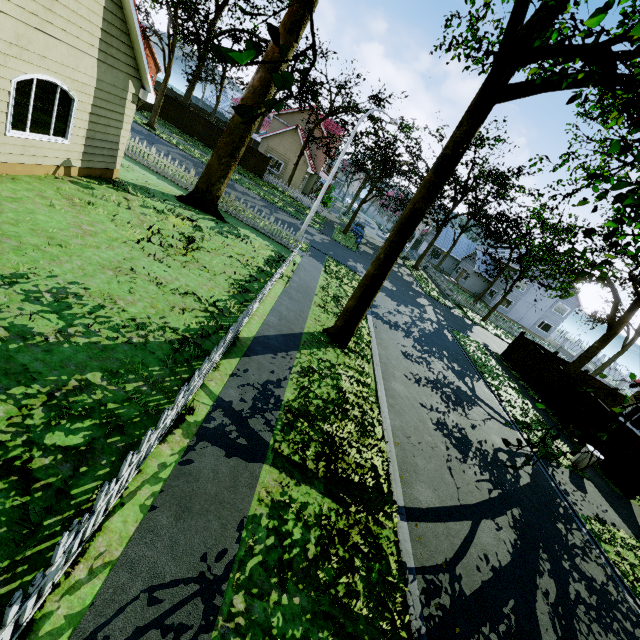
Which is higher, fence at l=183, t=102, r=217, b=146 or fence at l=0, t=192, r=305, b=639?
fence at l=183, t=102, r=217, b=146

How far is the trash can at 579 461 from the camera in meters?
12.3

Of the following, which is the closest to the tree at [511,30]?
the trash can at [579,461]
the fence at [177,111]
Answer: the fence at [177,111]

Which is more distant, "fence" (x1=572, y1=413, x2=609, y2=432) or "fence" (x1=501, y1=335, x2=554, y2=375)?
"fence" (x1=501, y1=335, x2=554, y2=375)

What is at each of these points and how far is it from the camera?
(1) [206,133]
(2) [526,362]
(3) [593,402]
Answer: (1) fence, 32.9m
(2) fence, 20.7m
(3) fence, 15.6m

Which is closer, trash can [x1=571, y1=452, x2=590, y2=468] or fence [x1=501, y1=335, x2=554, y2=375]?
trash can [x1=571, y1=452, x2=590, y2=468]

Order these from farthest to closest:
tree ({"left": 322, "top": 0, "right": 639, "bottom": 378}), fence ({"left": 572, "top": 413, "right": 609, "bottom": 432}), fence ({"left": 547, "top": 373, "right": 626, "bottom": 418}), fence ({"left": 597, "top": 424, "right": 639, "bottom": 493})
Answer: fence ({"left": 547, "top": 373, "right": 626, "bottom": 418}) → fence ({"left": 572, "top": 413, "right": 609, "bottom": 432}) → fence ({"left": 597, "top": 424, "right": 639, "bottom": 493}) → tree ({"left": 322, "top": 0, "right": 639, "bottom": 378})

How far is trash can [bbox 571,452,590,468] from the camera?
12.31m
